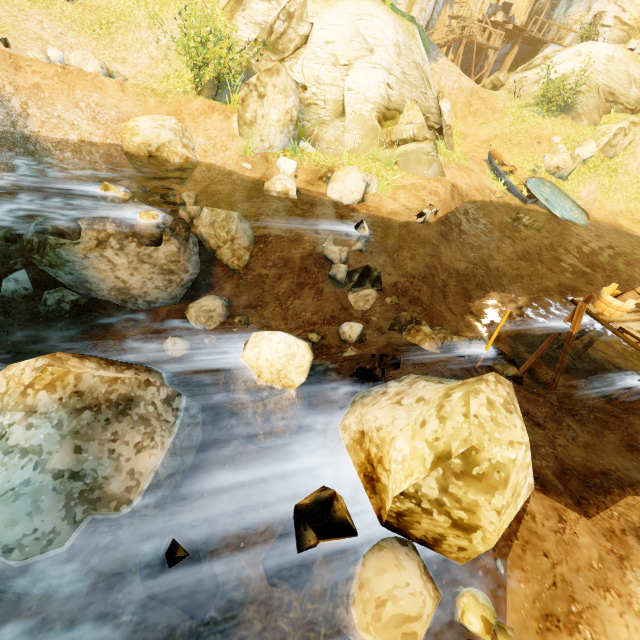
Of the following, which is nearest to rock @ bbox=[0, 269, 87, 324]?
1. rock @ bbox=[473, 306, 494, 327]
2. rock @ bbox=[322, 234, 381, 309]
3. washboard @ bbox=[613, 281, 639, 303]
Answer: rock @ bbox=[322, 234, 381, 309]

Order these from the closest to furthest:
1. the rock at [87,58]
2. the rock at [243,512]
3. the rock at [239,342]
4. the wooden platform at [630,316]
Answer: the rock at [243,512]
the rock at [239,342]
the wooden platform at [630,316]
the rock at [87,58]

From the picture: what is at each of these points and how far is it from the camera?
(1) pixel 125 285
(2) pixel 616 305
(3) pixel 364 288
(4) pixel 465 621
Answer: (1) rock, 7.3 meters
(2) tub, 7.0 meters
(3) rock, 8.6 meters
(4) rock, 2.8 meters

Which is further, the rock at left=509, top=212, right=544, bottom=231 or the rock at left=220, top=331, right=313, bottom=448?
the rock at left=509, top=212, right=544, bottom=231

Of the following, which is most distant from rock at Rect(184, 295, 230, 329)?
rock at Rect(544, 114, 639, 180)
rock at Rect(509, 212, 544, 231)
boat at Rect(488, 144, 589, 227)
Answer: rock at Rect(544, 114, 639, 180)

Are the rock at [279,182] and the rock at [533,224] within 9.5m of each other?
no

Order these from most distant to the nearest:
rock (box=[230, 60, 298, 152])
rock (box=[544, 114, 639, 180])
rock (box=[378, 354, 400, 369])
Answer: rock (box=[544, 114, 639, 180]) < rock (box=[230, 60, 298, 152]) < rock (box=[378, 354, 400, 369])

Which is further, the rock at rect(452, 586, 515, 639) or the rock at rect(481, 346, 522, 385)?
the rock at rect(481, 346, 522, 385)
